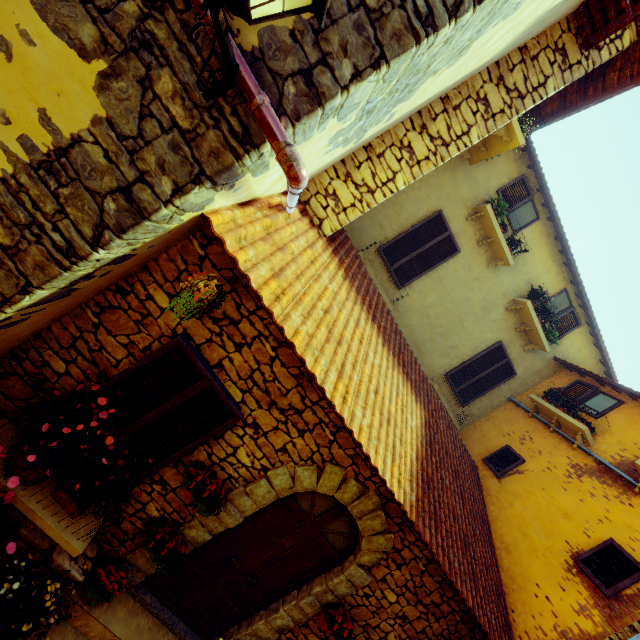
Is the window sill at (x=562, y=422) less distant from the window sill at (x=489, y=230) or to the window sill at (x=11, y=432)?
the window sill at (x=489, y=230)

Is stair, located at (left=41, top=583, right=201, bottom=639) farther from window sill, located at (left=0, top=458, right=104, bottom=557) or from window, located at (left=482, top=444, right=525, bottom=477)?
window, located at (left=482, top=444, right=525, bottom=477)

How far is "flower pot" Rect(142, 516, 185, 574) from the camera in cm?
350

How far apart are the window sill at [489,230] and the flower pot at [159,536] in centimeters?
785cm

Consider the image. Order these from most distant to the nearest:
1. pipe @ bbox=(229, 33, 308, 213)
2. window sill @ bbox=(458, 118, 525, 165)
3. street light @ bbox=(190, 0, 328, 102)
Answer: window sill @ bbox=(458, 118, 525, 165), pipe @ bbox=(229, 33, 308, 213), street light @ bbox=(190, 0, 328, 102)

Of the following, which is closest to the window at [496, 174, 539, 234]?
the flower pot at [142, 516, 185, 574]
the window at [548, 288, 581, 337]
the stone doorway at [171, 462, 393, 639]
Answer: the window at [548, 288, 581, 337]

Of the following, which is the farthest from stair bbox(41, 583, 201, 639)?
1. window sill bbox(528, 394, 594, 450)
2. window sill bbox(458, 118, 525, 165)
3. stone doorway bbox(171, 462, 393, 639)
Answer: window sill bbox(458, 118, 525, 165)

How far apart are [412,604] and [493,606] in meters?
1.2
